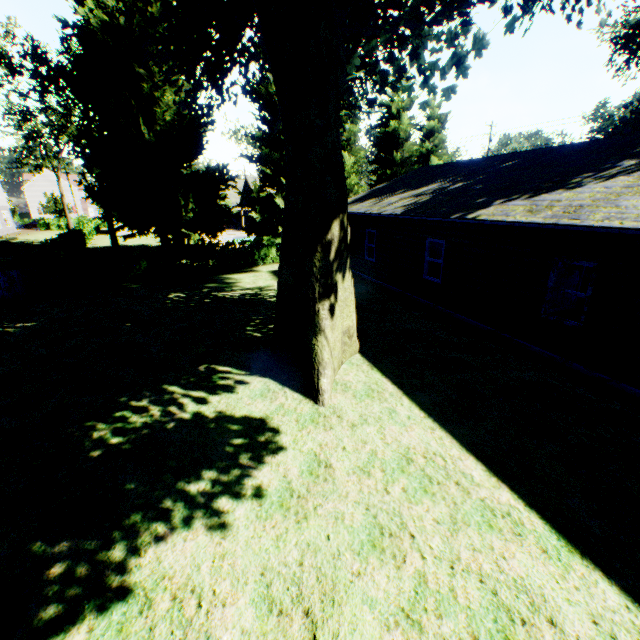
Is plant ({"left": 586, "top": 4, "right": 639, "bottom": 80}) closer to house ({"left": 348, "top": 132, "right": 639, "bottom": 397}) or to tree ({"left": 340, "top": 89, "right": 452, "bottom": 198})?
tree ({"left": 340, "top": 89, "right": 452, "bottom": 198})

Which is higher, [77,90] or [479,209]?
[77,90]

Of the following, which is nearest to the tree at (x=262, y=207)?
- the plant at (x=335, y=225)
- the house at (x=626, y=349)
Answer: the plant at (x=335, y=225)

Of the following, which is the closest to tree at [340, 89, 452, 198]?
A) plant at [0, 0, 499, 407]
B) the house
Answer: plant at [0, 0, 499, 407]

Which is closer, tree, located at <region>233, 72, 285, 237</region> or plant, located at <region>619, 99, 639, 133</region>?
tree, located at <region>233, 72, 285, 237</region>
